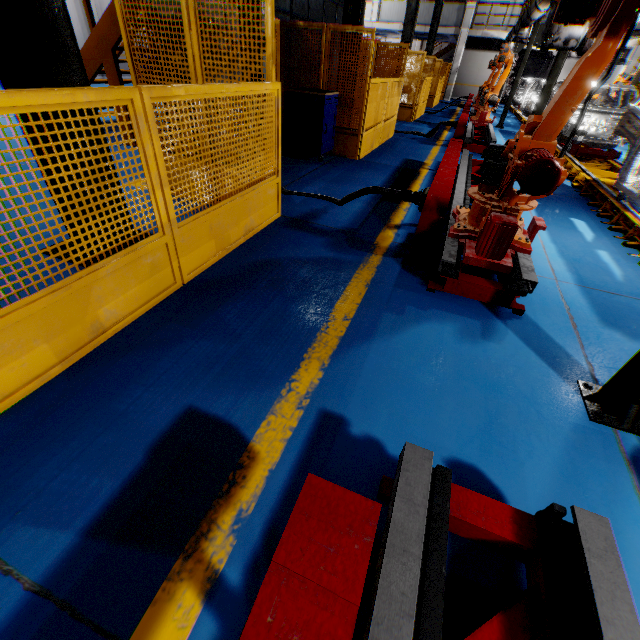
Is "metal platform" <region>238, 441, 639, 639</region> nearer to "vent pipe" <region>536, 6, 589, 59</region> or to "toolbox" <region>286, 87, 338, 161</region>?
"toolbox" <region>286, 87, 338, 161</region>

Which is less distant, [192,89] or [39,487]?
[39,487]

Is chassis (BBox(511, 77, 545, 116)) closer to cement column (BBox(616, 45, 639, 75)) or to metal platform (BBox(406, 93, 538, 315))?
metal platform (BBox(406, 93, 538, 315))

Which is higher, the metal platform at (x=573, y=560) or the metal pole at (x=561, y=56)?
the metal pole at (x=561, y=56)

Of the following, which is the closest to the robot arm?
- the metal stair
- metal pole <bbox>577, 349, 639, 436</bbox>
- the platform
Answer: the platform

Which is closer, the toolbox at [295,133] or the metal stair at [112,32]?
the metal stair at [112,32]

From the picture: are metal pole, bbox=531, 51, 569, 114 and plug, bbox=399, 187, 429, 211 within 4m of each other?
no

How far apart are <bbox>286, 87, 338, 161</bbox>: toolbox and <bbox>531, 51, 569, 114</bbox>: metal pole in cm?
453
